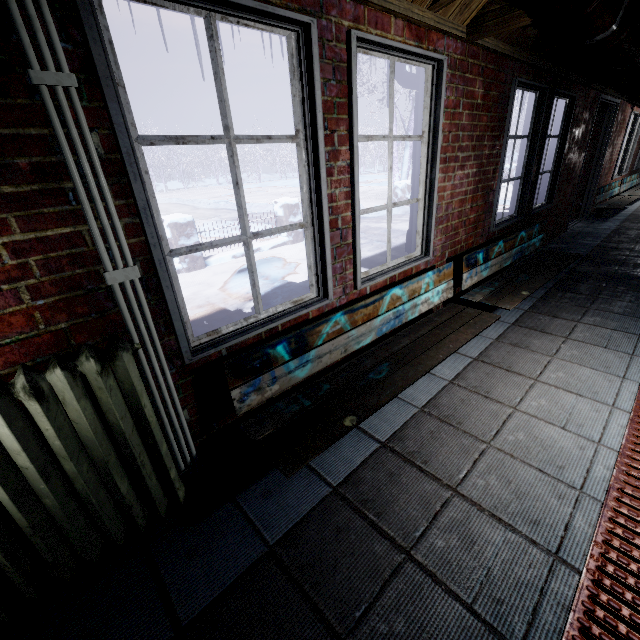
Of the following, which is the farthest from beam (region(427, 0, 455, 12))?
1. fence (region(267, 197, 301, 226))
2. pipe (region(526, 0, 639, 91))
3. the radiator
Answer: fence (region(267, 197, 301, 226))

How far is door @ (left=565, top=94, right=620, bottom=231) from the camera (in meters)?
5.02

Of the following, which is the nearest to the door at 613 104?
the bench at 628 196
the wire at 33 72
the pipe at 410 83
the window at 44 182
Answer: the bench at 628 196

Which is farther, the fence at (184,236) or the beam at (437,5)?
the fence at (184,236)

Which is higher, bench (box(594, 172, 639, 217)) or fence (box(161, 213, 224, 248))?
fence (box(161, 213, 224, 248))

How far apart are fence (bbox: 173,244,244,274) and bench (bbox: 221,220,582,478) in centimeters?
437cm

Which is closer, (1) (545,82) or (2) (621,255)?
(1) (545,82)

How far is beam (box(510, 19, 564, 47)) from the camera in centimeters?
229cm
